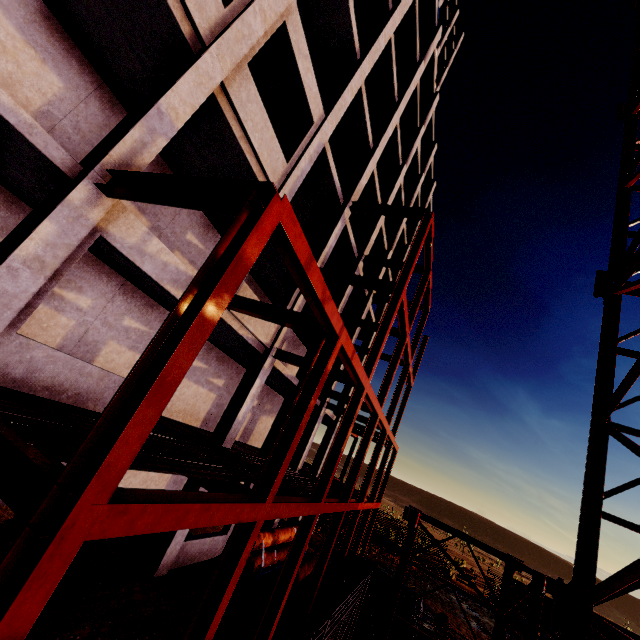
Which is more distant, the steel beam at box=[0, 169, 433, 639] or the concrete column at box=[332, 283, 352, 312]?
the concrete column at box=[332, 283, 352, 312]

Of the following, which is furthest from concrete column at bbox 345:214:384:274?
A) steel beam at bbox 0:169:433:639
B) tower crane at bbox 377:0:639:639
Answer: tower crane at bbox 377:0:639:639

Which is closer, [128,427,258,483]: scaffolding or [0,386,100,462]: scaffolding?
[0,386,100,462]: scaffolding

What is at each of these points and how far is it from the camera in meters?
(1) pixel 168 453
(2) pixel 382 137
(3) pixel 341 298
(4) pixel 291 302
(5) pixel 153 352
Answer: (1) scaffolding, 5.9
(2) concrete column, 16.8
(3) concrete column, 17.5
(4) concrete column, 13.0
(5) steel beam, 3.5

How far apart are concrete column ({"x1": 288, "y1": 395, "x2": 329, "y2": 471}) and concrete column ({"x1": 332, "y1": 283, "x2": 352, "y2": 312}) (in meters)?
3.18

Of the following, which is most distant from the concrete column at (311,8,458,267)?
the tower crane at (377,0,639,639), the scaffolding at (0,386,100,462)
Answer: the tower crane at (377,0,639,639)

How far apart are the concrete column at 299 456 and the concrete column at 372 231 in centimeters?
318cm
